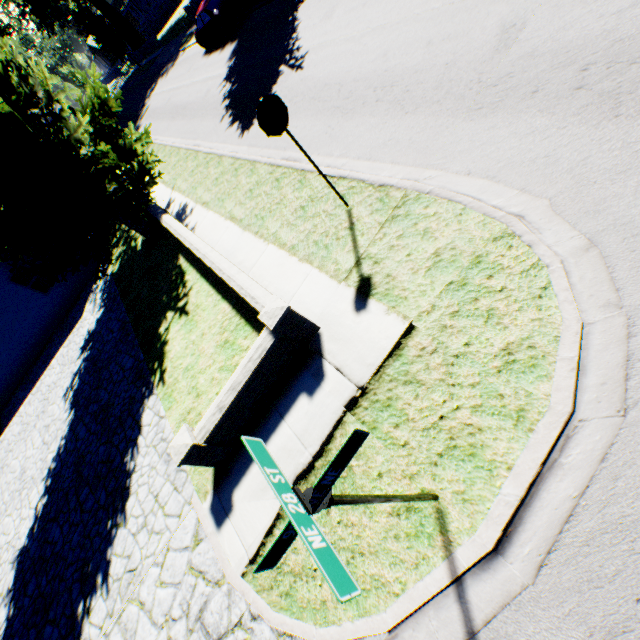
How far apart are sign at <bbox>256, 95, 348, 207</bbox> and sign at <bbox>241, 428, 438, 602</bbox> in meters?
4.5 m

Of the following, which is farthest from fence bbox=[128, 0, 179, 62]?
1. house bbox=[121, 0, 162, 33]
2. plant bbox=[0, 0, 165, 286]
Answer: house bbox=[121, 0, 162, 33]

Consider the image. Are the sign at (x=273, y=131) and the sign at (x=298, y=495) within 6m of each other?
yes

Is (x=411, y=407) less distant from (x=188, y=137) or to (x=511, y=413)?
(x=511, y=413)

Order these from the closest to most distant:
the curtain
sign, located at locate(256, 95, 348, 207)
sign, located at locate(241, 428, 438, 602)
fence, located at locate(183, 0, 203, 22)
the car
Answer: sign, located at locate(241, 428, 438, 602)
sign, located at locate(256, 95, 348, 207)
the curtain
the car
fence, located at locate(183, 0, 203, 22)

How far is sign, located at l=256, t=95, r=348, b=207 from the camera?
4.6 meters

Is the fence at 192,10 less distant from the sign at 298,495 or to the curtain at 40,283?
the sign at 298,495

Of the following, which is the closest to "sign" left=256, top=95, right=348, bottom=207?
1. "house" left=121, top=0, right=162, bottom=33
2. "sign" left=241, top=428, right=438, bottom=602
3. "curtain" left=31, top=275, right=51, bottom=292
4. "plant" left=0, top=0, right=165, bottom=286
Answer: "sign" left=241, top=428, right=438, bottom=602
